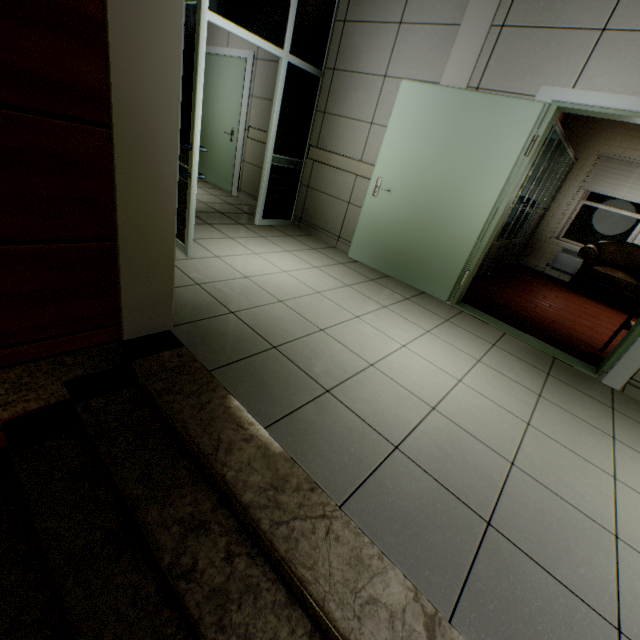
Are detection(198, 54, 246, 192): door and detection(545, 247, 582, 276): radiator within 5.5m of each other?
no

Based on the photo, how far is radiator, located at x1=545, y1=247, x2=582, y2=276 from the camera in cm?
679

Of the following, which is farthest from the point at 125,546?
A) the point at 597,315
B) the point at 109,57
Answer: the point at 597,315

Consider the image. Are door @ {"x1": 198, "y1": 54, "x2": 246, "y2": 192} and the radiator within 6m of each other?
no

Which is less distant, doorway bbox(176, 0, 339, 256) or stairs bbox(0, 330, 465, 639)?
stairs bbox(0, 330, 465, 639)

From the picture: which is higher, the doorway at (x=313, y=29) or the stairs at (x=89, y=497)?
Answer: the doorway at (x=313, y=29)

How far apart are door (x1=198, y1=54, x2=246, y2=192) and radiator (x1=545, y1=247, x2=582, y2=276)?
6.9 meters

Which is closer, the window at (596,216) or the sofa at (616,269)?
the sofa at (616,269)
